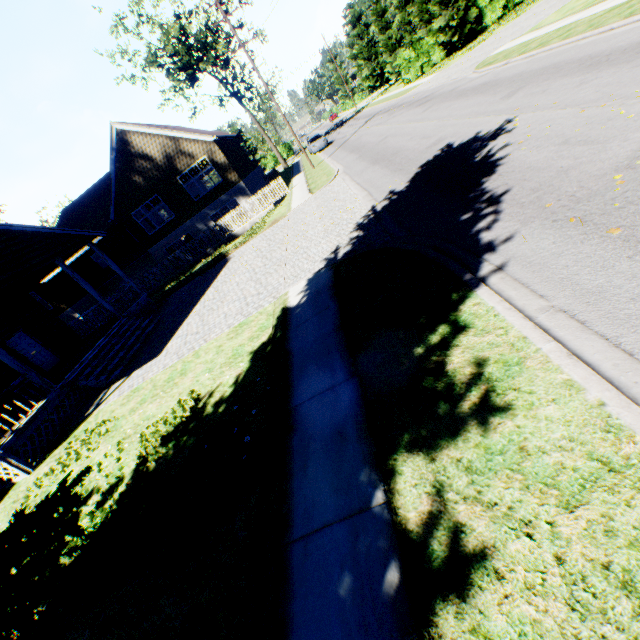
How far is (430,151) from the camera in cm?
1105

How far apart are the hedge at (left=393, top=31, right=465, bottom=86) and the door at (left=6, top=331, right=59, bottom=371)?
40.8m

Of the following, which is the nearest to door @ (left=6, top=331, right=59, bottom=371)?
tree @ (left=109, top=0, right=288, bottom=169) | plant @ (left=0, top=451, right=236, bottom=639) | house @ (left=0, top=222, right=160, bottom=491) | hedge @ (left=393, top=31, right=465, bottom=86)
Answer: house @ (left=0, top=222, right=160, bottom=491)

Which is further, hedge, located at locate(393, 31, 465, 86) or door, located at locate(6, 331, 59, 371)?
hedge, located at locate(393, 31, 465, 86)

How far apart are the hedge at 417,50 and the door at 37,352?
40.8m

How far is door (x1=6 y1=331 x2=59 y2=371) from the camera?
15.4 meters

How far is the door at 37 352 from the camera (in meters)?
15.35

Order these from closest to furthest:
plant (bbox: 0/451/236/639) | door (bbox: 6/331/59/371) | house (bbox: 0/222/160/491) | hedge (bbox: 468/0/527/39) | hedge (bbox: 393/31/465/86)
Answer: plant (bbox: 0/451/236/639) < house (bbox: 0/222/160/491) < door (bbox: 6/331/59/371) < hedge (bbox: 468/0/527/39) < hedge (bbox: 393/31/465/86)
